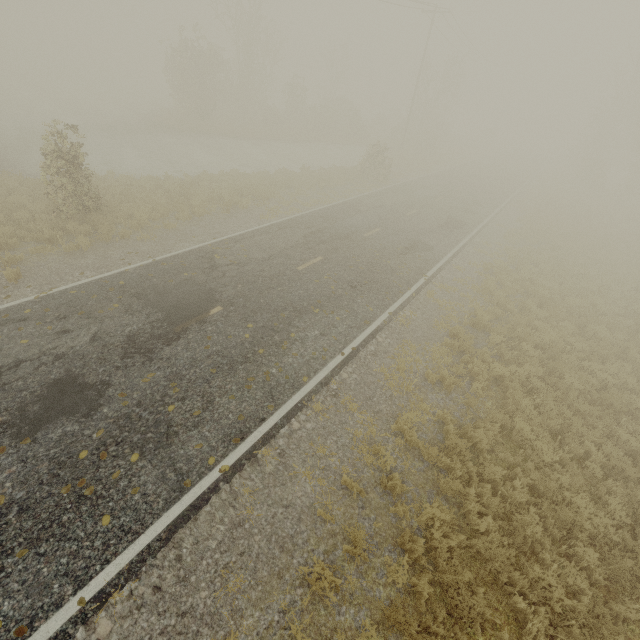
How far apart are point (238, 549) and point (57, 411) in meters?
4.3 m
